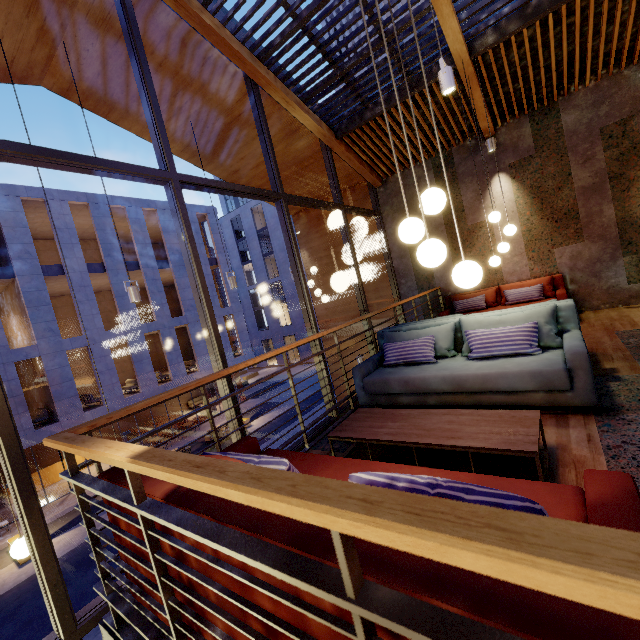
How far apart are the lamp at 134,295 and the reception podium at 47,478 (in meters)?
21.29

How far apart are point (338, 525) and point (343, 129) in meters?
7.5 m

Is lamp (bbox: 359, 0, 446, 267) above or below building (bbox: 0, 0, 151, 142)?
below

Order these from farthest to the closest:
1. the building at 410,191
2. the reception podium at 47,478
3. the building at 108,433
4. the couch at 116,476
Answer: the building at 108,433 < the reception podium at 47,478 < the building at 410,191 < the couch at 116,476

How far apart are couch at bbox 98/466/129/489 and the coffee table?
0.48m

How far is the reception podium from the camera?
19.0 meters

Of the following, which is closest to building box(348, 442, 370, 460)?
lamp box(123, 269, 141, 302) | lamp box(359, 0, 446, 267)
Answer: lamp box(359, 0, 446, 267)

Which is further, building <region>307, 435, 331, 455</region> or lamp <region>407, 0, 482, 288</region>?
building <region>307, 435, 331, 455</region>
